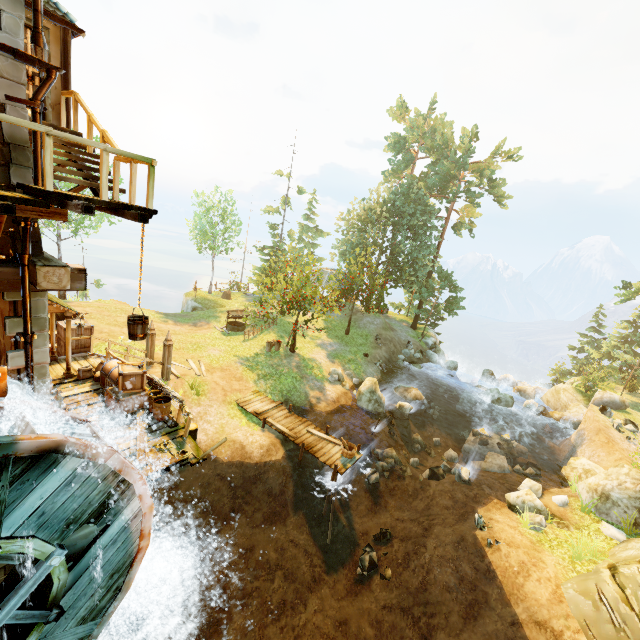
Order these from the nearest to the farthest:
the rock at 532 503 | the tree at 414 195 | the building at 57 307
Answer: the building at 57 307 → the rock at 532 503 → the tree at 414 195

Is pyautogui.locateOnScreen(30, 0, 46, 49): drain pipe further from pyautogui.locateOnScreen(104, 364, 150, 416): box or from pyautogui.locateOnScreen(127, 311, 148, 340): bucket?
pyautogui.locateOnScreen(104, 364, 150, 416): box

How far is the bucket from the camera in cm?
646

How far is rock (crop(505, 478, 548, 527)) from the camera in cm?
1281

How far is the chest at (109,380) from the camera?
11.7 meters

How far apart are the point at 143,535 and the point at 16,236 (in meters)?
6.63

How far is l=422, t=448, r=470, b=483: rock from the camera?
15.6m

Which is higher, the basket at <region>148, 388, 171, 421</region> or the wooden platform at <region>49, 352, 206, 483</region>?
the basket at <region>148, 388, 171, 421</region>
